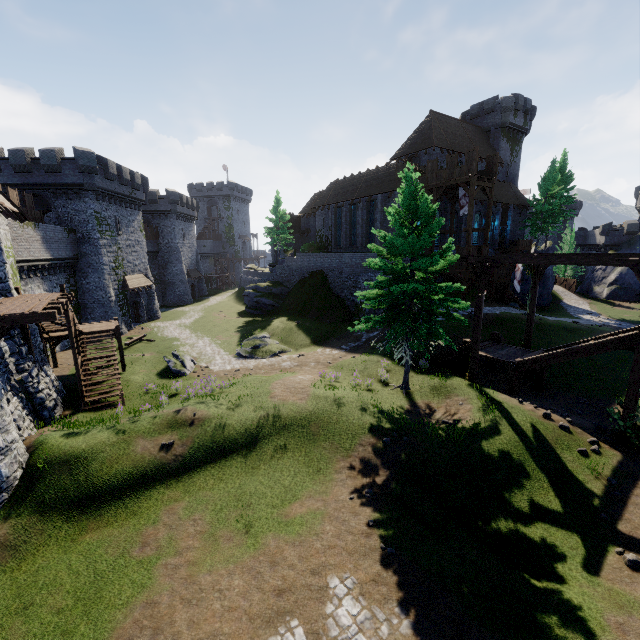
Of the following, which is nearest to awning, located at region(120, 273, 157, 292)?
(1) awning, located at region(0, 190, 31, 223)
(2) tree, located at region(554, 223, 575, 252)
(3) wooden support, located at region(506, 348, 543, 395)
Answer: (1) awning, located at region(0, 190, 31, 223)

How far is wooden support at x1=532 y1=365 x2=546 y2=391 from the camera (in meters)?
17.88

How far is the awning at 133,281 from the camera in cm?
3384

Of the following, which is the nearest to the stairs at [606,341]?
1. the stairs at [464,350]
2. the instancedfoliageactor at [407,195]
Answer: the stairs at [464,350]

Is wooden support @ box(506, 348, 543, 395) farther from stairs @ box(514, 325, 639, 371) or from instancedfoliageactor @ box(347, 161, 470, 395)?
instancedfoliageactor @ box(347, 161, 470, 395)

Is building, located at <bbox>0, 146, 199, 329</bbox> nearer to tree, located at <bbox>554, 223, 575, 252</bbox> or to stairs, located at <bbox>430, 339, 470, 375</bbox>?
stairs, located at <bbox>430, 339, 470, 375</bbox>

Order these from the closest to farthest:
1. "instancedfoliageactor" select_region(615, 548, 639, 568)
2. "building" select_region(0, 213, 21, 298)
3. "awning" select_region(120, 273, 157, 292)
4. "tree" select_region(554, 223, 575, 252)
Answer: "instancedfoliageactor" select_region(615, 548, 639, 568), "building" select_region(0, 213, 21, 298), "awning" select_region(120, 273, 157, 292), "tree" select_region(554, 223, 575, 252)

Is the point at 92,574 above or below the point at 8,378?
below
